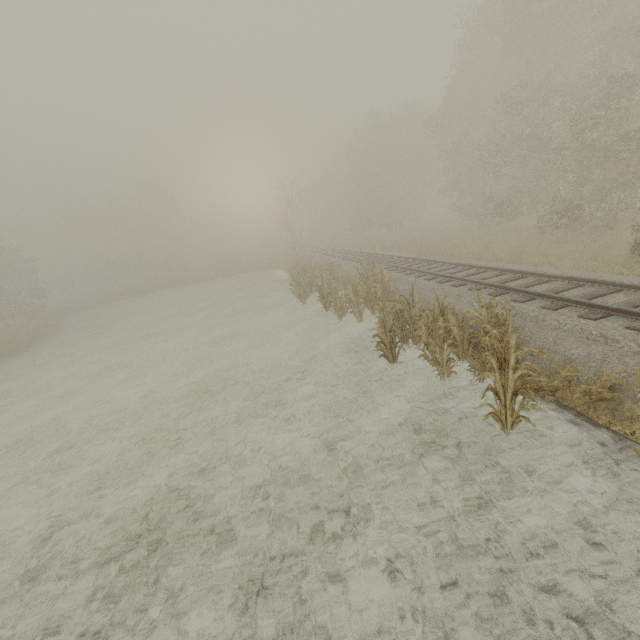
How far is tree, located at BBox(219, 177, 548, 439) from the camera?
5.25m

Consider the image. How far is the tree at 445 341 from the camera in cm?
525

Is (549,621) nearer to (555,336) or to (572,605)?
(572,605)
